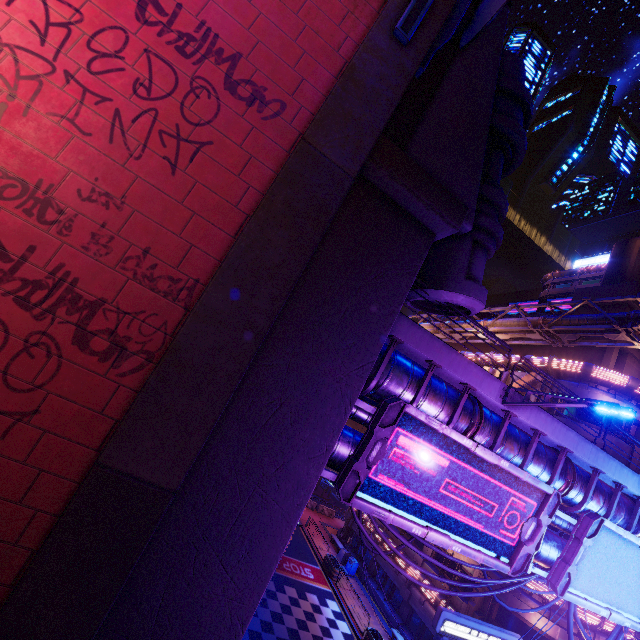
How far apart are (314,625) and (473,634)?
11.20m

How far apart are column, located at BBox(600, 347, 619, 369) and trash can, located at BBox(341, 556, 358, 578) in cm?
2610

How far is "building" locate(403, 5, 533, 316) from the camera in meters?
8.8

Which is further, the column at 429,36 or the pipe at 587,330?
the pipe at 587,330

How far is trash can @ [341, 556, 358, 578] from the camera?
28.72m

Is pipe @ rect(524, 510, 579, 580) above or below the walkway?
below

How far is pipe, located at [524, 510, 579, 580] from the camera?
11.62m

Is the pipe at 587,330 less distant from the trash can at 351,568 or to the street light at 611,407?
the street light at 611,407
